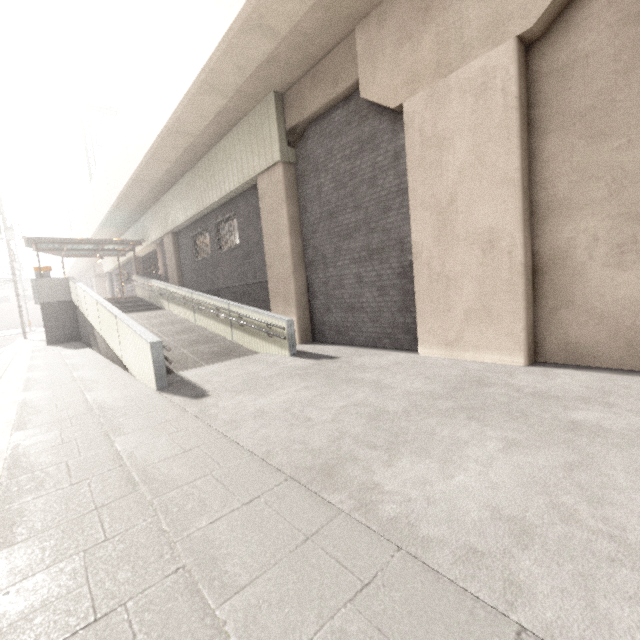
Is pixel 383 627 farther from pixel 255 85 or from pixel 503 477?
pixel 255 85

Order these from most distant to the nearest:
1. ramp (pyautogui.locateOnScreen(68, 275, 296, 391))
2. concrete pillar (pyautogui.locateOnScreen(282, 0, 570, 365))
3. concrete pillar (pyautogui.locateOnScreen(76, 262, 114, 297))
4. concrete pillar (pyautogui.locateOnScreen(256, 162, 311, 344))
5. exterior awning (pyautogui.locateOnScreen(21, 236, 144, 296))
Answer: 1. concrete pillar (pyautogui.locateOnScreen(76, 262, 114, 297))
2. exterior awning (pyautogui.locateOnScreen(21, 236, 144, 296))
3. concrete pillar (pyautogui.locateOnScreen(256, 162, 311, 344))
4. ramp (pyautogui.locateOnScreen(68, 275, 296, 391))
5. concrete pillar (pyautogui.locateOnScreen(282, 0, 570, 365))

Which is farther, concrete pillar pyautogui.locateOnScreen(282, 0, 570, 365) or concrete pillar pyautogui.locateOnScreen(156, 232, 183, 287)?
concrete pillar pyautogui.locateOnScreen(156, 232, 183, 287)

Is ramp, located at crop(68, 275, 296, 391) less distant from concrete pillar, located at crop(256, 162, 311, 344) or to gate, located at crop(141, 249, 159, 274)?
concrete pillar, located at crop(256, 162, 311, 344)

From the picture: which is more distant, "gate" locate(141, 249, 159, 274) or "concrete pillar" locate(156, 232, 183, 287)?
"gate" locate(141, 249, 159, 274)

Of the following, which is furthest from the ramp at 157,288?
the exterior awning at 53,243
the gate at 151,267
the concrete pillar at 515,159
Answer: the concrete pillar at 515,159

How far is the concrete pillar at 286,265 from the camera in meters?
9.2

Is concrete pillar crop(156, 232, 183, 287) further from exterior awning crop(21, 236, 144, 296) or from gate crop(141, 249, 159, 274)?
exterior awning crop(21, 236, 144, 296)
